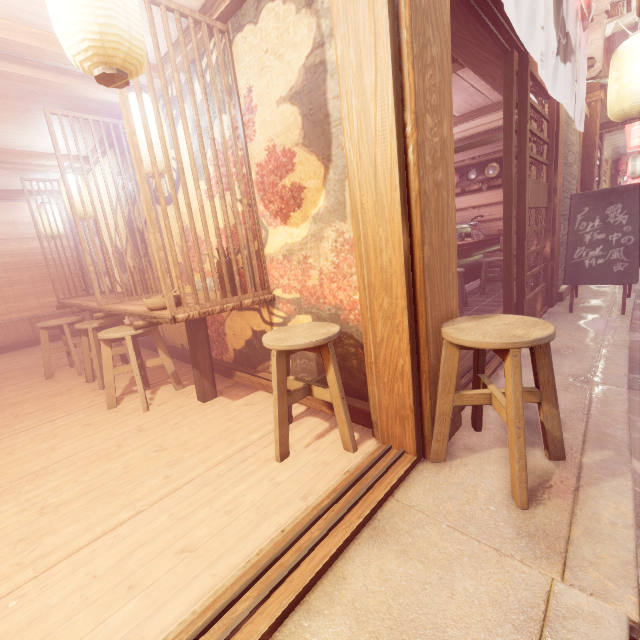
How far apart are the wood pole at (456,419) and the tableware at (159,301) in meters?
3.1

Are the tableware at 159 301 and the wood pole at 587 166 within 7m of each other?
no

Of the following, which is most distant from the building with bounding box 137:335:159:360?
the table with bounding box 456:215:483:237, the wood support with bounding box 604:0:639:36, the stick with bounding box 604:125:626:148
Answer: the stick with bounding box 604:125:626:148

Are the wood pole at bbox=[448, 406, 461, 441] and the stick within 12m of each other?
no

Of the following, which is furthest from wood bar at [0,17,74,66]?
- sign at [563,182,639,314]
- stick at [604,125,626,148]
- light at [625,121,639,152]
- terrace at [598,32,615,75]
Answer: light at [625,121,639,152]

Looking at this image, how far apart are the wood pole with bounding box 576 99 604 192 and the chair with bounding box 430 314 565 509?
11.89m

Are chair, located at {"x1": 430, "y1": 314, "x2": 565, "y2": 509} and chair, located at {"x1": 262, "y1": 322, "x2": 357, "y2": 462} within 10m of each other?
yes

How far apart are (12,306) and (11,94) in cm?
881
